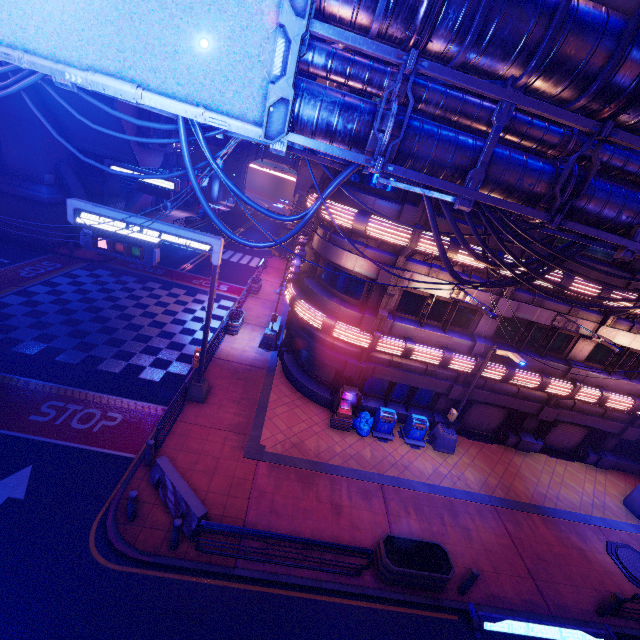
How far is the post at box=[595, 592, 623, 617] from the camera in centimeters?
1007cm

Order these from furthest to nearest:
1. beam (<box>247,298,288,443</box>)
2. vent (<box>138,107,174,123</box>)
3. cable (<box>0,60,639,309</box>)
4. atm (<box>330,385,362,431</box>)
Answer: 1. vent (<box>138,107,174,123</box>)
2. atm (<box>330,385,362,431</box>)
3. beam (<box>247,298,288,443</box>)
4. cable (<box>0,60,639,309</box>)

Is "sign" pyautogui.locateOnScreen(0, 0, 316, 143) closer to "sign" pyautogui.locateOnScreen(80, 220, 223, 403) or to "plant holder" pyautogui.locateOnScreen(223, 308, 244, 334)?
"sign" pyautogui.locateOnScreen(80, 220, 223, 403)

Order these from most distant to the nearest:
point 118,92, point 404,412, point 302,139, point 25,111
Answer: point 25,111, point 404,412, point 302,139, point 118,92

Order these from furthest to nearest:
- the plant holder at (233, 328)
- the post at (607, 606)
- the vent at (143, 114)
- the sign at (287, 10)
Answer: the vent at (143, 114) < the plant holder at (233, 328) < the post at (607, 606) < the sign at (287, 10)

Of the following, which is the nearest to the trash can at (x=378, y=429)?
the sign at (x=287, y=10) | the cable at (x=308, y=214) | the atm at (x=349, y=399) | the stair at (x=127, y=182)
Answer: the atm at (x=349, y=399)

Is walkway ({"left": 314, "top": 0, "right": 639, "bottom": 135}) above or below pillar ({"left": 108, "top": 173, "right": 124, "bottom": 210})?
above

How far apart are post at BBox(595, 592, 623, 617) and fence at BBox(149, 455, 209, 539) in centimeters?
1286cm
